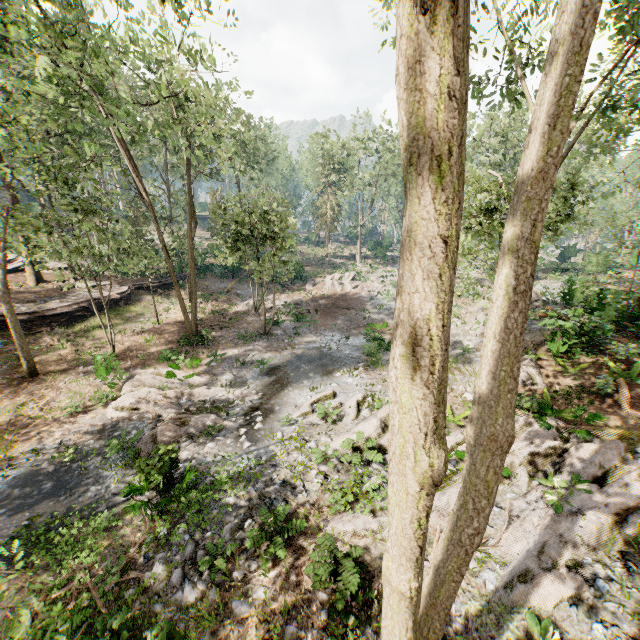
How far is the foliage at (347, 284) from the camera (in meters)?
34.72

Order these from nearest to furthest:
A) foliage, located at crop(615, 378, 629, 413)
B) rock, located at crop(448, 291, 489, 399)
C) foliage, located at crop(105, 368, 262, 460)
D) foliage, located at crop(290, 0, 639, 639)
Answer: foliage, located at crop(290, 0, 639, 639)
foliage, located at crop(615, 378, 629, 413)
foliage, located at crop(105, 368, 262, 460)
rock, located at crop(448, 291, 489, 399)

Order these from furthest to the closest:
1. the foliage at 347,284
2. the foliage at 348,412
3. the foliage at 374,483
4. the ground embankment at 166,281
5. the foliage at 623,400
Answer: the foliage at 347,284
the ground embankment at 166,281
the foliage at 348,412
the foliage at 623,400
the foliage at 374,483

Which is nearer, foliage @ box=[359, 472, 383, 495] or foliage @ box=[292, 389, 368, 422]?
foliage @ box=[359, 472, 383, 495]

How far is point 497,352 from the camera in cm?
313

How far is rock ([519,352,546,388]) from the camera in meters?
13.8 m

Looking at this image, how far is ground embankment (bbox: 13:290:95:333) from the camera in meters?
22.1 m
